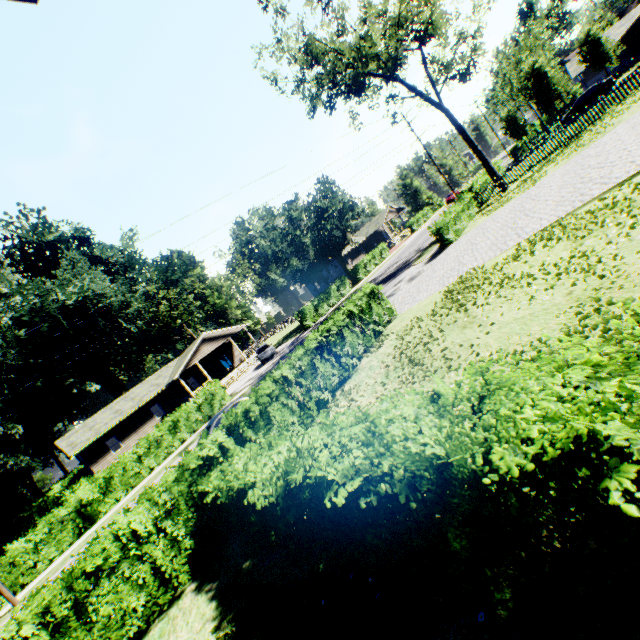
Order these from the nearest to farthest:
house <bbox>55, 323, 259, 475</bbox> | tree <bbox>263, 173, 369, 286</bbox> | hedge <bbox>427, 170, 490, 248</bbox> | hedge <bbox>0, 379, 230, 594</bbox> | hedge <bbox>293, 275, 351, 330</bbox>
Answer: hedge <bbox>0, 379, 230, 594</bbox>, hedge <bbox>427, 170, 490, 248</bbox>, house <bbox>55, 323, 259, 475</bbox>, hedge <bbox>293, 275, 351, 330</bbox>, tree <bbox>263, 173, 369, 286</bbox>

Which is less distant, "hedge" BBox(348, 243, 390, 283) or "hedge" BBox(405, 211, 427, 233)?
"hedge" BBox(348, 243, 390, 283)

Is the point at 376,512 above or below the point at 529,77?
below

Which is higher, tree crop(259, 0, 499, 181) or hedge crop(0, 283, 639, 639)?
tree crop(259, 0, 499, 181)

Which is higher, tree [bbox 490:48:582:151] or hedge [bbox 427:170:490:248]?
tree [bbox 490:48:582:151]

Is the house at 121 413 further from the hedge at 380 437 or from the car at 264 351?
the hedge at 380 437

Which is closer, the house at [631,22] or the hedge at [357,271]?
the house at [631,22]

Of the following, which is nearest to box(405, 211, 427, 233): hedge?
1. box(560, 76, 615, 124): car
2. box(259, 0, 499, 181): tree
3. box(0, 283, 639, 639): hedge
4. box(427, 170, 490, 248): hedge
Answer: box(259, 0, 499, 181): tree
